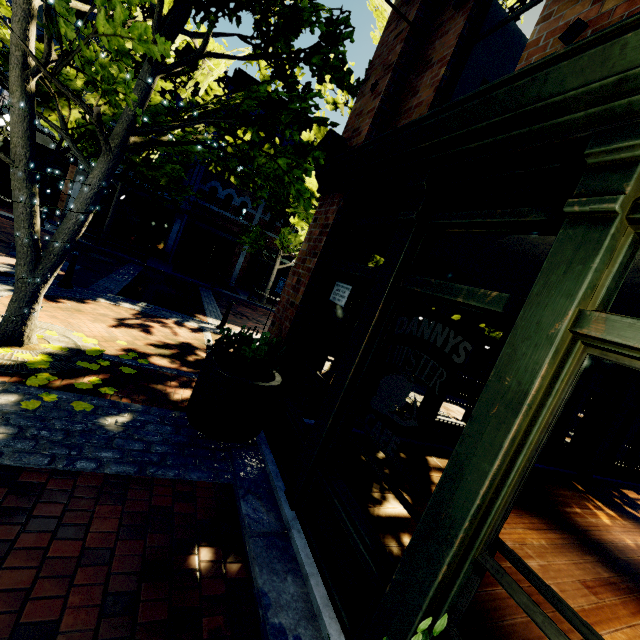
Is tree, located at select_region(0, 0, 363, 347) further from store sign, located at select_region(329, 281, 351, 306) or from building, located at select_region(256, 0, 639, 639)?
store sign, located at select_region(329, 281, 351, 306)

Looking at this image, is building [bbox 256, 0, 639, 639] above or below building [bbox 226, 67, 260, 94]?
below

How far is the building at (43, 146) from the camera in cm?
1594

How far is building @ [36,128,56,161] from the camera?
15.9 meters

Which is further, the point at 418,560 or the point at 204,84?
the point at 204,84

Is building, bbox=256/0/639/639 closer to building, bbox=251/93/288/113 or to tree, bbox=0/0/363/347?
tree, bbox=0/0/363/347

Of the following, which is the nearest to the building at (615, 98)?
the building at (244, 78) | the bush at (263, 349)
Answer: the bush at (263, 349)
